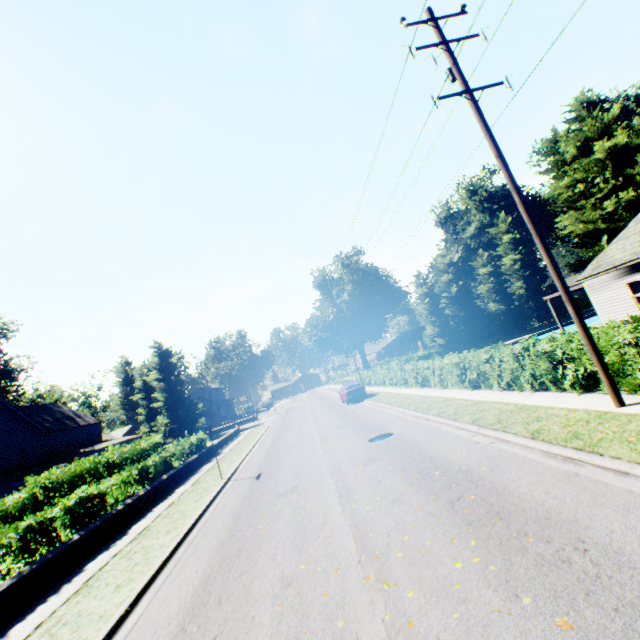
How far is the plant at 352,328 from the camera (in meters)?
54.53

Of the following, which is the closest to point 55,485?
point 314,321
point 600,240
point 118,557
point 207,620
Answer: point 118,557

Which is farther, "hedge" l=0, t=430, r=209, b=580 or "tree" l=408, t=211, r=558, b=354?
"tree" l=408, t=211, r=558, b=354

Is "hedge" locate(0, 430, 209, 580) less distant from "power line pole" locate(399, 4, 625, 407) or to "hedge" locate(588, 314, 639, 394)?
"hedge" locate(588, 314, 639, 394)

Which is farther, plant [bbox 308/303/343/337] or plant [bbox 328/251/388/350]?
plant [bbox 308/303/343/337]

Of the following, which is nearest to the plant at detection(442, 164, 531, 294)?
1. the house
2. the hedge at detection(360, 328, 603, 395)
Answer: the hedge at detection(360, 328, 603, 395)

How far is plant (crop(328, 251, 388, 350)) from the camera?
54.5m

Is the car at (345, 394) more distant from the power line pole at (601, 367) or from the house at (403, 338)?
the house at (403, 338)
